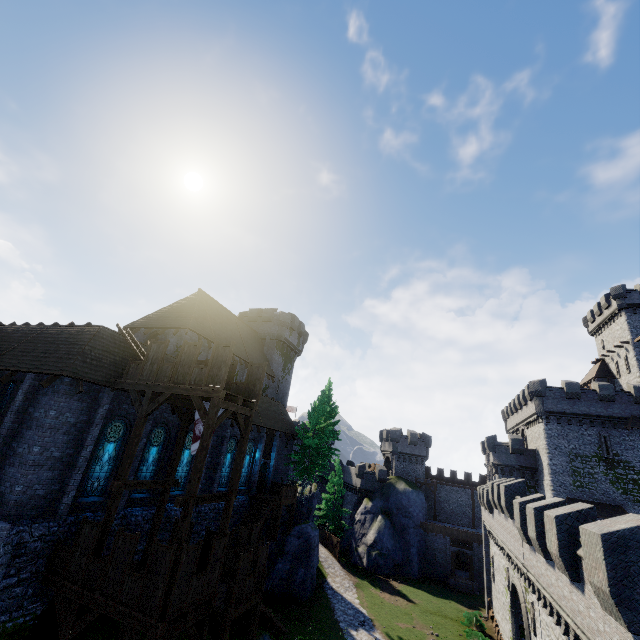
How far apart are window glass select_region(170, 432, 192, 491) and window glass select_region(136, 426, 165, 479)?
1.51m

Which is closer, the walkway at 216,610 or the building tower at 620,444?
the walkway at 216,610

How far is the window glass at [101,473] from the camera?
15.8 meters

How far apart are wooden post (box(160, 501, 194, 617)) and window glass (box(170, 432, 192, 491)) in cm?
945

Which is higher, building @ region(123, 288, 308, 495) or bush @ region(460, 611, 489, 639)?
building @ region(123, 288, 308, 495)

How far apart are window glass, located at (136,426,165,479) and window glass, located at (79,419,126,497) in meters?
1.5 m

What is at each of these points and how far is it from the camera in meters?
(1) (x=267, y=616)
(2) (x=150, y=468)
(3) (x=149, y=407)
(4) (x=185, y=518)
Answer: (1) stairs, 20.5 m
(2) window glass, 19.1 m
(3) walkway, 14.9 m
(4) wooden post, 12.3 m

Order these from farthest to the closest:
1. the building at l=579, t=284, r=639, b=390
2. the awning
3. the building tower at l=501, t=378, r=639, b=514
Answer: the building at l=579, t=284, r=639, b=390 → the building tower at l=501, t=378, r=639, b=514 → the awning
